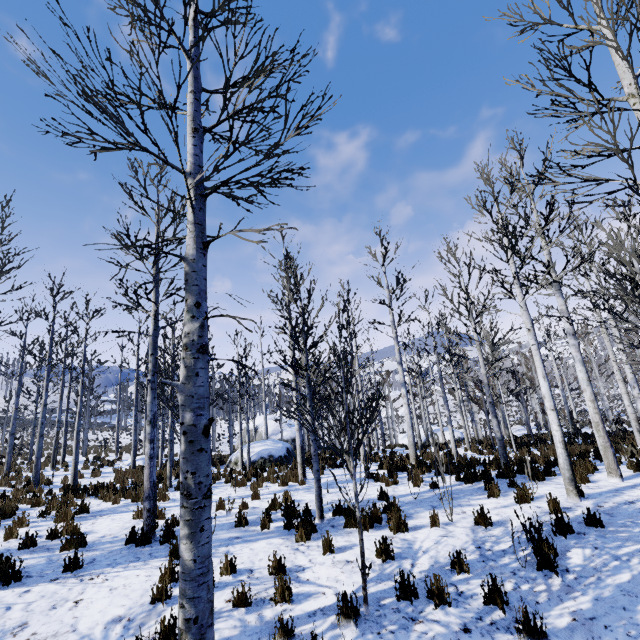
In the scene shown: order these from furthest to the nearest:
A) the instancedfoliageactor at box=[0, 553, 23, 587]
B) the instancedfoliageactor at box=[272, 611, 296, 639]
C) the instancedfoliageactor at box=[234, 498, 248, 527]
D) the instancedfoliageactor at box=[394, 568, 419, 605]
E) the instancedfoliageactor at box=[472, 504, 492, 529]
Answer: the instancedfoliageactor at box=[234, 498, 248, 527]
the instancedfoliageactor at box=[472, 504, 492, 529]
the instancedfoliageactor at box=[0, 553, 23, 587]
the instancedfoliageactor at box=[394, 568, 419, 605]
the instancedfoliageactor at box=[272, 611, 296, 639]

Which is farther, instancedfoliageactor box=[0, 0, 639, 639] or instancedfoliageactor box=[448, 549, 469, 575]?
instancedfoliageactor box=[448, 549, 469, 575]

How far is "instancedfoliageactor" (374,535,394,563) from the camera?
4.99m

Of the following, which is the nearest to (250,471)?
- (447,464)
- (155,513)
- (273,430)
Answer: (155,513)

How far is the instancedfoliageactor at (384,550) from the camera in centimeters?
499cm

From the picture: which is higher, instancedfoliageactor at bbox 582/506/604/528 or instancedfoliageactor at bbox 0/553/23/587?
instancedfoliageactor at bbox 0/553/23/587

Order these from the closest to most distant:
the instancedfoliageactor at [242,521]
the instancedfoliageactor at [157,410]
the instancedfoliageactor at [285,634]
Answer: the instancedfoliageactor at [157,410], the instancedfoliageactor at [285,634], the instancedfoliageactor at [242,521]

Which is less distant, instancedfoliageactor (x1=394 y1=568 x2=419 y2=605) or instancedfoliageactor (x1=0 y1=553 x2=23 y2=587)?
instancedfoliageactor (x1=394 y1=568 x2=419 y2=605)
